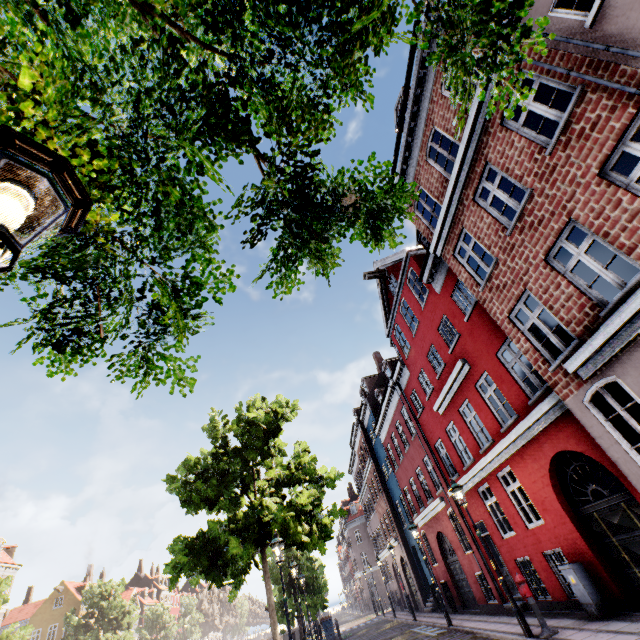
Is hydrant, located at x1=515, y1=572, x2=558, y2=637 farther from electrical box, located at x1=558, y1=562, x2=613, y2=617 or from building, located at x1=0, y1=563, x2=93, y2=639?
building, located at x1=0, y1=563, x2=93, y2=639

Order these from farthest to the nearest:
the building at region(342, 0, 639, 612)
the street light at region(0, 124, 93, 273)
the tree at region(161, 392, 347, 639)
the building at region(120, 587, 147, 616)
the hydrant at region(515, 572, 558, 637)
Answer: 1. the building at region(120, 587, 147, 616)
2. the tree at region(161, 392, 347, 639)
3. the hydrant at region(515, 572, 558, 637)
4. the building at region(342, 0, 639, 612)
5. the street light at region(0, 124, 93, 273)

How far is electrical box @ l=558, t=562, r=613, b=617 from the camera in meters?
8.0

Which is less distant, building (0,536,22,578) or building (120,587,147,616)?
building (0,536,22,578)

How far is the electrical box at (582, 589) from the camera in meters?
8.0 m

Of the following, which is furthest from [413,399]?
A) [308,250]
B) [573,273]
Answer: [308,250]

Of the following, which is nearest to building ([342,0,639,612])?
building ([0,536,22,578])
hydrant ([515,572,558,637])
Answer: hydrant ([515,572,558,637])

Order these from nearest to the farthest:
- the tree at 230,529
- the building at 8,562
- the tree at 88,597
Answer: the tree at 230,529 → the tree at 88,597 → the building at 8,562
